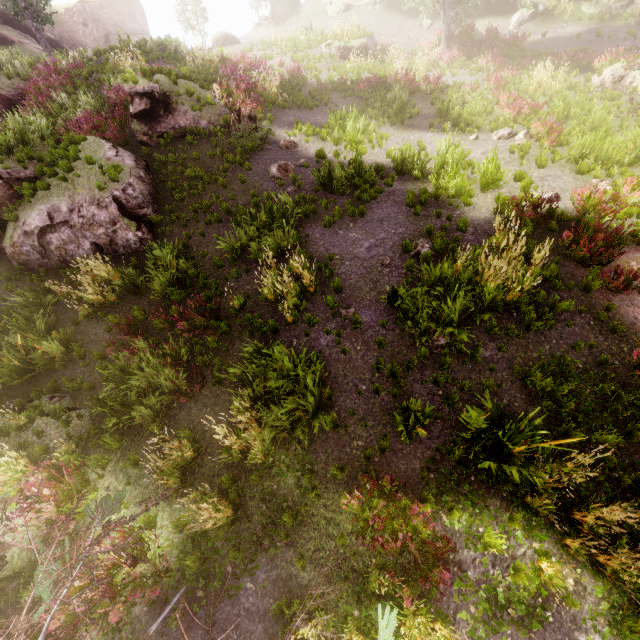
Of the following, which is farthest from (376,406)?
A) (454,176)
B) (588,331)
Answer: (454,176)

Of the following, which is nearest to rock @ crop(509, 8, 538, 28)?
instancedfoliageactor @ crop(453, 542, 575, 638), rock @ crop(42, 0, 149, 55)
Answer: rock @ crop(42, 0, 149, 55)

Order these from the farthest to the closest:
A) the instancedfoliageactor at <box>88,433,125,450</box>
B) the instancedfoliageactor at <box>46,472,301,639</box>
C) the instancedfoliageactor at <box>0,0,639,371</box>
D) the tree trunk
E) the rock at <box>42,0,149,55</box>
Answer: the rock at <box>42,0,149,55</box>, the tree trunk, the instancedfoliageactor at <box>0,0,639,371</box>, the instancedfoliageactor at <box>88,433,125,450</box>, the instancedfoliageactor at <box>46,472,301,639</box>

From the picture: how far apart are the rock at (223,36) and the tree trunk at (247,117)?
24.4 meters

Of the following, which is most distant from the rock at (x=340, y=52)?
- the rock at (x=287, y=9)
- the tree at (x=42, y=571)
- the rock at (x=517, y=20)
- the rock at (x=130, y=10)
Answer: the tree at (x=42, y=571)

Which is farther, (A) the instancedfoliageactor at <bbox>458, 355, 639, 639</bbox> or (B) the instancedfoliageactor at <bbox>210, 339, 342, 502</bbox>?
(B) the instancedfoliageactor at <bbox>210, 339, 342, 502</bbox>

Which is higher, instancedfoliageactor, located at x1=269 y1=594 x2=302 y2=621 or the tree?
the tree
